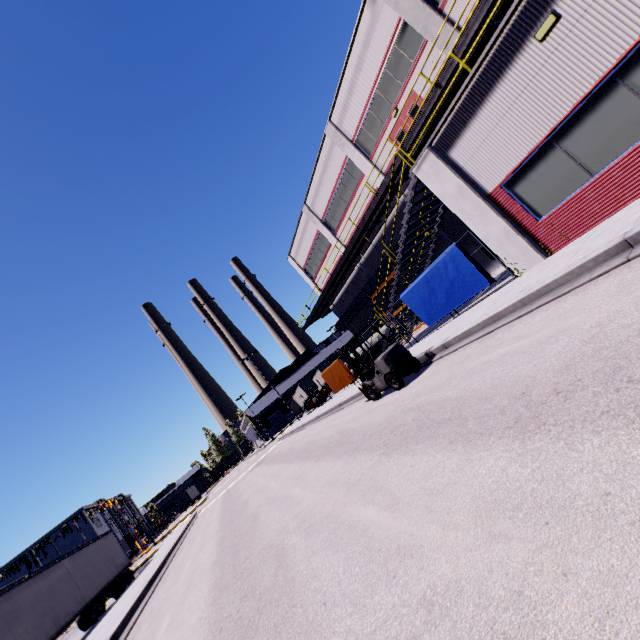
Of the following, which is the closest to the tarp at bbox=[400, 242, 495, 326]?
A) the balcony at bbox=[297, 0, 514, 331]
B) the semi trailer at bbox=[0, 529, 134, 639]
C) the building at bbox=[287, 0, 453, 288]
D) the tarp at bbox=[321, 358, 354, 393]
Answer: the building at bbox=[287, 0, 453, 288]

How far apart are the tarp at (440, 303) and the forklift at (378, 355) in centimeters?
328cm

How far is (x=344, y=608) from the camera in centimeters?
295cm

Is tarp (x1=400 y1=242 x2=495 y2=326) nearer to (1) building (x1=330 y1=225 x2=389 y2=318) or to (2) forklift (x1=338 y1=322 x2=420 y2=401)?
(1) building (x1=330 y1=225 x2=389 y2=318)

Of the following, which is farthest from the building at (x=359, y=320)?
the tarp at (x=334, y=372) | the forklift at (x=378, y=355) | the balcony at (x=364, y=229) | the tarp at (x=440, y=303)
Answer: the forklift at (x=378, y=355)

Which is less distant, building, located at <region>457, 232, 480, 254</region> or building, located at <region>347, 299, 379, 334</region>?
building, located at <region>457, 232, 480, 254</region>

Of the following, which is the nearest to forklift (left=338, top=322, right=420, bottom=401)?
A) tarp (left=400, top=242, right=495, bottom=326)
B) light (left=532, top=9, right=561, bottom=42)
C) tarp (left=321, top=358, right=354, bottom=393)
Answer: tarp (left=400, top=242, right=495, bottom=326)

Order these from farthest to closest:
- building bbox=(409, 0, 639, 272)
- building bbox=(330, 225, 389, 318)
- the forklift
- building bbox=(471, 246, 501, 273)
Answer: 1. building bbox=(330, 225, 389, 318)
2. building bbox=(471, 246, 501, 273)
3. the forklift
4. building bbox=(409, 0, 639, 272)
